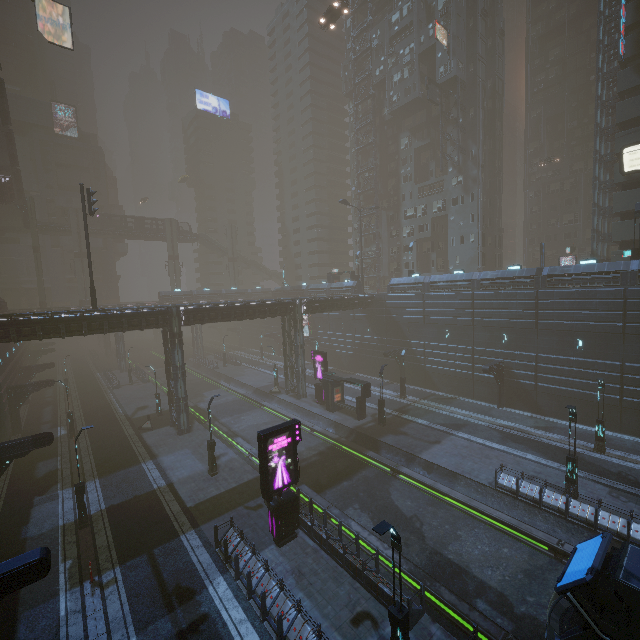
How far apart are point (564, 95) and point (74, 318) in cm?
8142

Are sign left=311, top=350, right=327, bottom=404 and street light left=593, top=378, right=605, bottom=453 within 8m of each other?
no

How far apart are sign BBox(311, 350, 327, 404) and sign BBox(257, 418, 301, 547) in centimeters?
1808cm

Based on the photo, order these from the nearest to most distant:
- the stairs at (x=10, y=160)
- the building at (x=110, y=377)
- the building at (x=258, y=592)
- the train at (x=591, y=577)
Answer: the train at (x=591, y=577) → the building at (x=258, y=592) → the stairs at (x=10, y=160) → the building at (x=110, y=377)

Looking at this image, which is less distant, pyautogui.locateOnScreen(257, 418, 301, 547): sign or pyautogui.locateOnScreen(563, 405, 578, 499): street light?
pyautogui.locateOnScreen(257, 418, 301, 547): sign

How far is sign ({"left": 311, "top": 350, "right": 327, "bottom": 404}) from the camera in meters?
35.3

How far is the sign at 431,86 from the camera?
44.9 meters

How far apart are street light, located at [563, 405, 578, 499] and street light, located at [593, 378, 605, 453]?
6.68m
